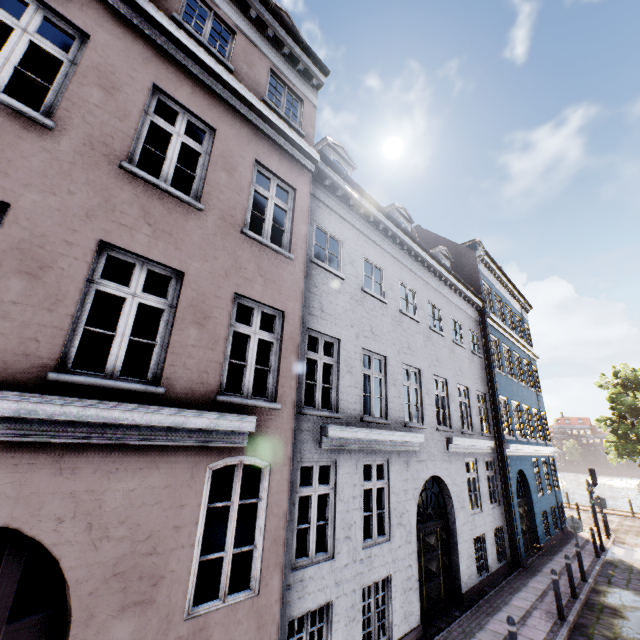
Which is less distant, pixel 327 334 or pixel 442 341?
pixel 327 334

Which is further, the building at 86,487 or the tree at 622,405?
the tree at 622,405

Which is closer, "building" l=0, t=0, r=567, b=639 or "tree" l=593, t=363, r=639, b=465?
"building" l=0, t=0, r=567, b=639
